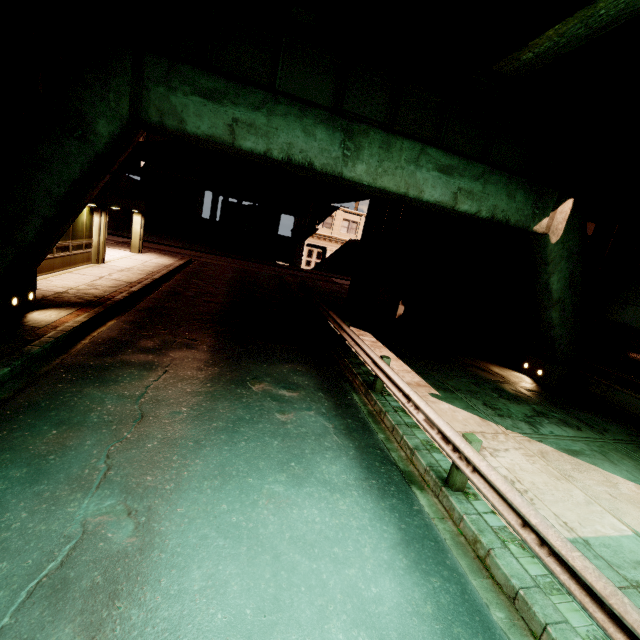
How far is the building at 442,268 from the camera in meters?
14.0 m

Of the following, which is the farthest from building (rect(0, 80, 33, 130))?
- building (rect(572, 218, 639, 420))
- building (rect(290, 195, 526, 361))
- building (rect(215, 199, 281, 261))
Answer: building (rect(572, 218, 639, 420))

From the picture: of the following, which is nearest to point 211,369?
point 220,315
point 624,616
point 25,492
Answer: point 25,492

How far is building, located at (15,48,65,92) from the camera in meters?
9.9 m

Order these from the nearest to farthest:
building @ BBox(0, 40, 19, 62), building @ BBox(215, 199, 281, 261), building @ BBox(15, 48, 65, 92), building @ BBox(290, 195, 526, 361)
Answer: building @ BBox(0, 40, 19, 62) < building @ BBox(15, 48, 65, 92) < building @ BBox(290, 195, 526, 361) < building @ BBox(215, 199, 281, 261)

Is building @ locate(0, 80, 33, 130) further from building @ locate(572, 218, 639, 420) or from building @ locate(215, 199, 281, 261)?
building @ locate(572, 218, 639, 420)

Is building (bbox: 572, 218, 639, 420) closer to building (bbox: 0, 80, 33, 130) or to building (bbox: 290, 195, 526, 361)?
building (bbox: 290, 195, 526, 361)

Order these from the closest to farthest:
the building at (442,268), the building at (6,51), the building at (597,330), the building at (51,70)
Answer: the building at (6,51) → the building at (51,70) → the building at (597,330) → the building at (442,268)
